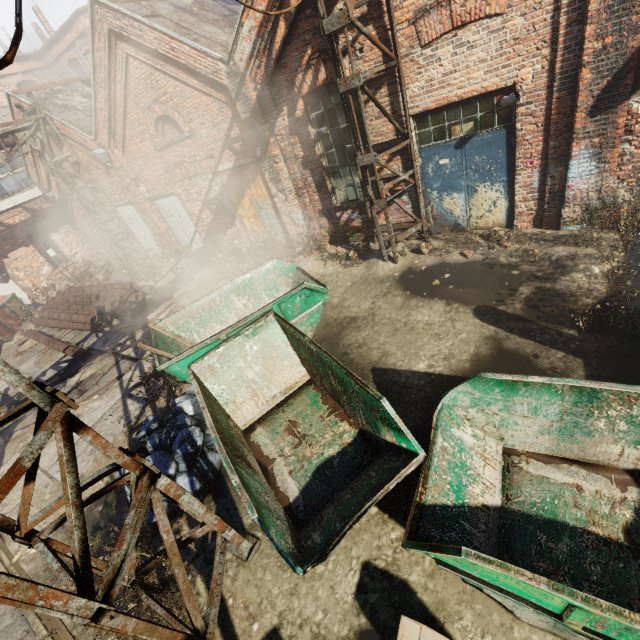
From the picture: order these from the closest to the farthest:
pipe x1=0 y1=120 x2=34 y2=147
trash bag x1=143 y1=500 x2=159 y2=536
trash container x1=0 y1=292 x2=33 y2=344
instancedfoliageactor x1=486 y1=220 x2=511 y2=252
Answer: trash bag x1=143 y1=500 x2=159 y2=536
instancedfoliageactor x1=486 y1=220 x2=511 y2=252
pipe x1=0 y1=120 x2=34 y2=147
trash container x1=0 y1=292 x2=33 y2=344

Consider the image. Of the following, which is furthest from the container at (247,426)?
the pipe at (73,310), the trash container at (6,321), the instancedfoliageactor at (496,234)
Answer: the trash container at (6,321)

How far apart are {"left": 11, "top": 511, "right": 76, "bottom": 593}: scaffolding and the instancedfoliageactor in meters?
7.0 m

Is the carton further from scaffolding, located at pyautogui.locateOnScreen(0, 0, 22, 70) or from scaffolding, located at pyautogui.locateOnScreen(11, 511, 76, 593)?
scaffolding, located at pyautogui.locateOnScreen(0, 0, 22, 70)

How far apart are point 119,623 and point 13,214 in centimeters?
1853cm

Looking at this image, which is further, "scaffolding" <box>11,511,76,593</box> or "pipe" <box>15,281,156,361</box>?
"pipe" <box>15,281,156,361</box>

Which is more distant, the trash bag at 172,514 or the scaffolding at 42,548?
the trash bag at 172,514

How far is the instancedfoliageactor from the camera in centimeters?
666cm
